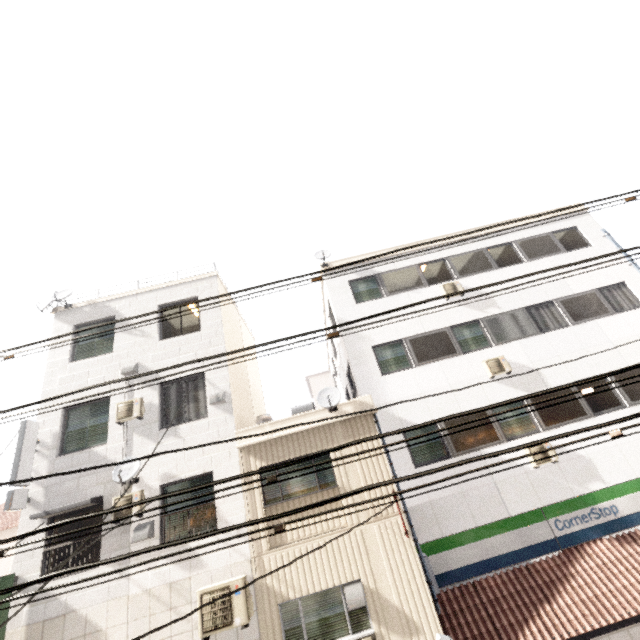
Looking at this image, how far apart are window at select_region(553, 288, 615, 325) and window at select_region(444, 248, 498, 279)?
2.13m

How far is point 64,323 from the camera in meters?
11.5

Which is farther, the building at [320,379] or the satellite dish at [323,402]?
the building at [320,379]

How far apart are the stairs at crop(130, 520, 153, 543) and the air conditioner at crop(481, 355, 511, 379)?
10.8m

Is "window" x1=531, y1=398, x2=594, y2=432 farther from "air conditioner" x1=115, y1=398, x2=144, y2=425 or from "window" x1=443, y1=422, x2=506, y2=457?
"air conditioner" x1=115, y1=398, x2=144, y2=425

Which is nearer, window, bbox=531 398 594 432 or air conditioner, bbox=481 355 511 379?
window, bbox=531 398 594 432

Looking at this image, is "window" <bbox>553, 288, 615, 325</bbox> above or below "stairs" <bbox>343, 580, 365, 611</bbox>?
above

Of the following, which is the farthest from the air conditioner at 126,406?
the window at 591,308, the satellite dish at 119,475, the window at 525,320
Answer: the window at 591,308
